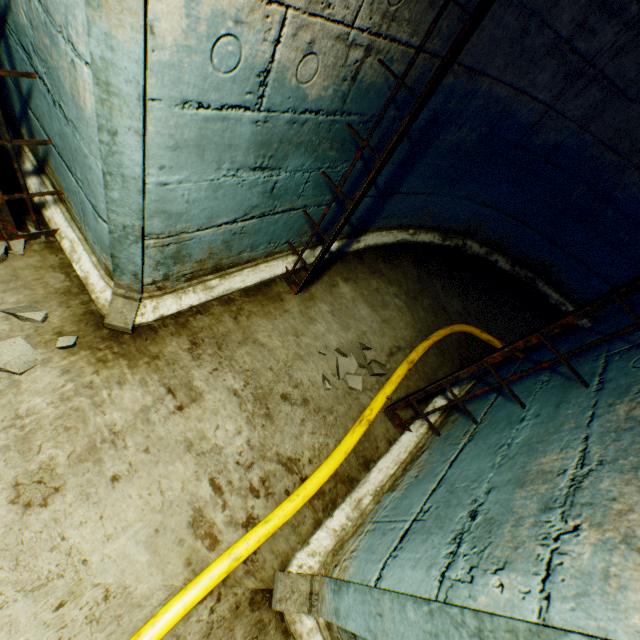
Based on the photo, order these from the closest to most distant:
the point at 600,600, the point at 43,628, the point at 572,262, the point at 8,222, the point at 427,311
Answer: the point at 600,600
the point at 43,628
the point at 8,222
the point at 427,311
the point at 572,262

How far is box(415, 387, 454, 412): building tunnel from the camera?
2.49m

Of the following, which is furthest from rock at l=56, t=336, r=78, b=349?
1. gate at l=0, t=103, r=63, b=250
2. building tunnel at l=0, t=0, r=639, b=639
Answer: gate at l=0, t=103, r=63, b=250

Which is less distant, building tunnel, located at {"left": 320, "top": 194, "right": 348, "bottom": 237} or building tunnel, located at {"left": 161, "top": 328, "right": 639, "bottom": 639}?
building tunnel, located at {"left": 161, "top": 328, "right": 639, "bottom": 639}

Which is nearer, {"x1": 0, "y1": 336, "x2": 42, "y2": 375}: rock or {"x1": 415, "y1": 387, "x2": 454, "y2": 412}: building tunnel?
{"x1": 0, "y1": 336, "x2": 42, "y2": 375}: rock

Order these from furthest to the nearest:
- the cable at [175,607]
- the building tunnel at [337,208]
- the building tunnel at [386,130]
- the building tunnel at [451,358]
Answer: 1. the building tunnel at [337,208]
2. the building tunnel at [386,130]
3. the cable at [175,607]
4. the building tunnel at [451,358]

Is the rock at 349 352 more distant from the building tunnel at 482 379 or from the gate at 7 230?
the gate at 7 230

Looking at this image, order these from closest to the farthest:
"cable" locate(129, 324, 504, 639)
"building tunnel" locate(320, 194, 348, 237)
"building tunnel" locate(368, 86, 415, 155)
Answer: "cable" locate(129, 324, 504, 639) < "building tunnel" locate(368, 86, 415, 155) < "building tunnel" locate(320, 194, 348, 237)
